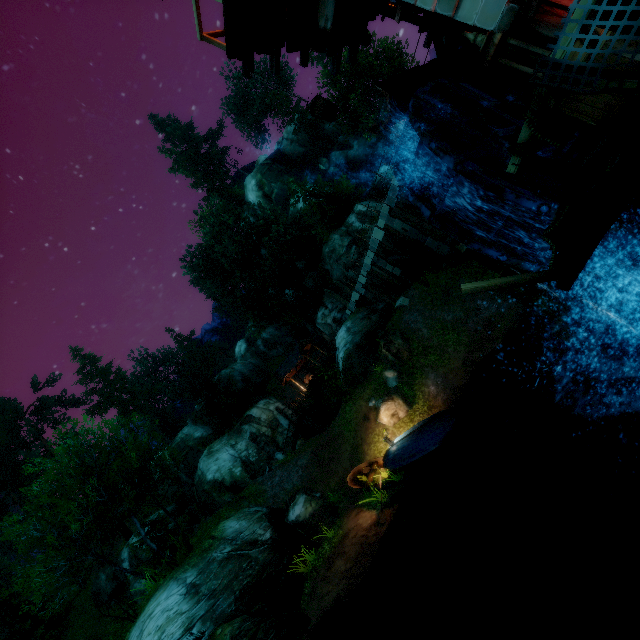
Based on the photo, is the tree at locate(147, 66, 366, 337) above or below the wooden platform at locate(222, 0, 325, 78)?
above

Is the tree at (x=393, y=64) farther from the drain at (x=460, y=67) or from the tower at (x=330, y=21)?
the drain at (x=460, y=67)

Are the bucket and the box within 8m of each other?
yes

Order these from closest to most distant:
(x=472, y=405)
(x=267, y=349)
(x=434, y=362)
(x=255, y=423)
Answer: (x=472, y=405)
(x=434, y=362)
(x=255, y=423)
(x=267, y=349)

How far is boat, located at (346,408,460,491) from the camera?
12.44m

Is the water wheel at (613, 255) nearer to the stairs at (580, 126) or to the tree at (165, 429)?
the stairs at (580, 126)

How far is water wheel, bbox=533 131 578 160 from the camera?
6.4 meters

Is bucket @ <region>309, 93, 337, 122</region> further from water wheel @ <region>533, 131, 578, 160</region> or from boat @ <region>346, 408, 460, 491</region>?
boat @ <region>346, 408, 460, 491</region>
